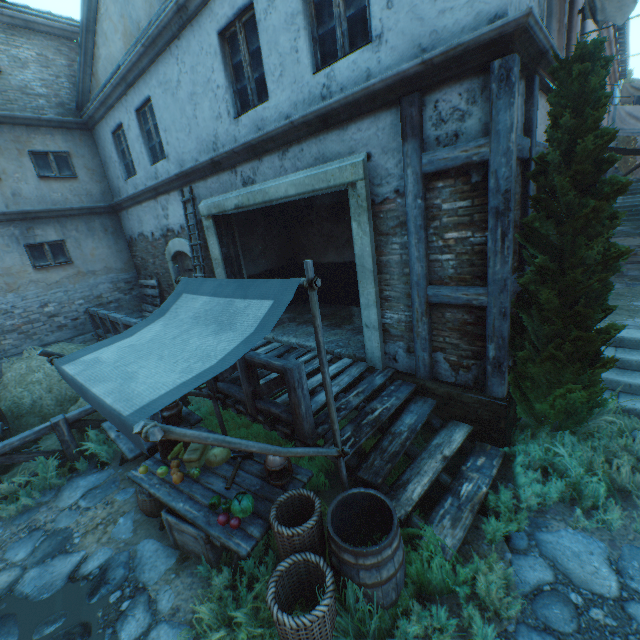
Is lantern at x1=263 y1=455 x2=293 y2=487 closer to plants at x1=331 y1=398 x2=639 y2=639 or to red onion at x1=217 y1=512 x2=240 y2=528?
red onion at x1=217 y1=512 x2=240 y2=528

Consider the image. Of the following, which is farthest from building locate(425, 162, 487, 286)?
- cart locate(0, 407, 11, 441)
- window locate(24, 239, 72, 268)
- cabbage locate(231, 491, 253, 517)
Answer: cart locate(0, 407, 11, 441)

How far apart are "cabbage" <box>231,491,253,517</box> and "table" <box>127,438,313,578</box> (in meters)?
0.07

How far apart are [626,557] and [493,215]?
3.6m

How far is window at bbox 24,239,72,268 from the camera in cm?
960

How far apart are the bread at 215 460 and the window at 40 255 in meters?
9.1 m

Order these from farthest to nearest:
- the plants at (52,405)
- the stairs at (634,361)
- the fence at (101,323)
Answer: the fence at (101,323), the plants at (52,405), the stairs at (634,361)

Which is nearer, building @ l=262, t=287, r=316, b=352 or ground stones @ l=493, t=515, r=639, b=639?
ground stones @ l=493, t=515, r=639, b=639
